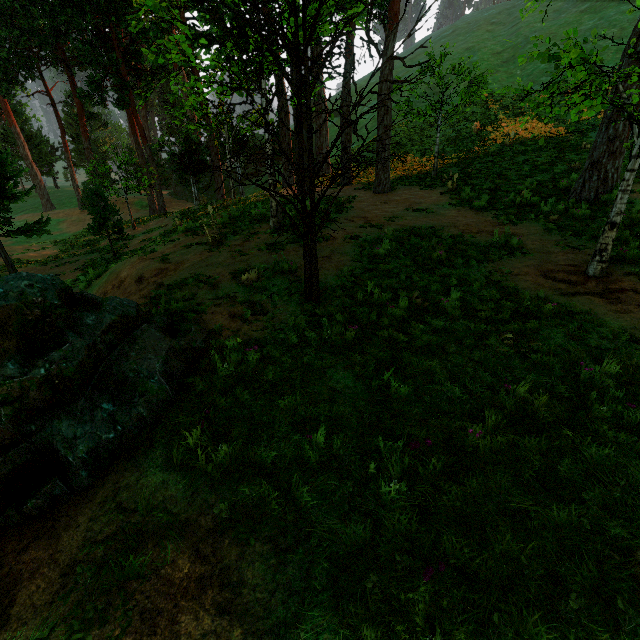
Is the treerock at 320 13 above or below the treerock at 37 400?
above

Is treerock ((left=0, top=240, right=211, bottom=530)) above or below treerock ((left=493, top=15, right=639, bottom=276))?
below

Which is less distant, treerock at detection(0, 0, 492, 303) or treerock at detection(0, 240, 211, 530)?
treerock at detection(0, 240, 211, 530)

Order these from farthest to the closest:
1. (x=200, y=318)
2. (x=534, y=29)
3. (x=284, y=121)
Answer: (x=534, y=29), (x=284, y=121), (x=200, y=318)
